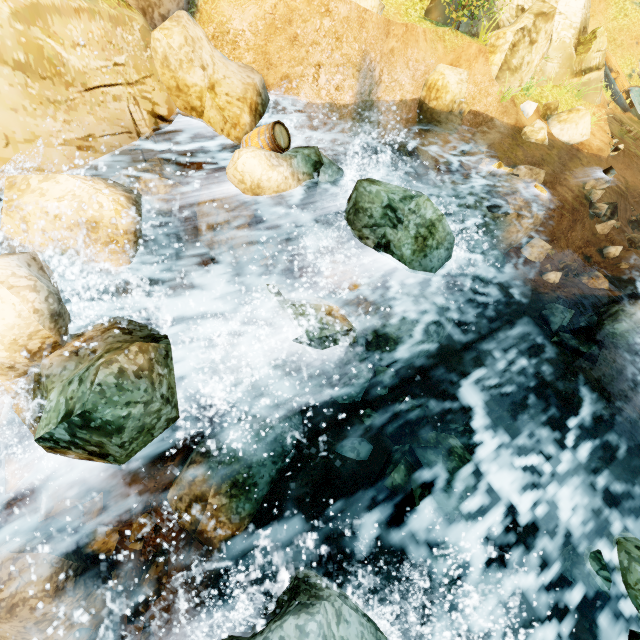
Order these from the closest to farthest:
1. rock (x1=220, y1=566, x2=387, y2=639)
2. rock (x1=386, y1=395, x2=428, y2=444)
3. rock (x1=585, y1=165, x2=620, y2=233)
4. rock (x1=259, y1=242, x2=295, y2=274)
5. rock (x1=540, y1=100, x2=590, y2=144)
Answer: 1. rock (x1=220, y1=566, x2=387, y2=639)
2. rock (x1=386, y1=395, x2=428, y2=444)
3. rock (x1=259, y1=242, x2=295, y2=274)
4. rock (x1=585, y1=165, x2=620, y2=233)
5. rock (x1=540, y1=100, x2=590, y2=144)

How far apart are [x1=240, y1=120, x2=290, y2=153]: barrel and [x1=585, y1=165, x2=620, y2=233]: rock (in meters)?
12.30

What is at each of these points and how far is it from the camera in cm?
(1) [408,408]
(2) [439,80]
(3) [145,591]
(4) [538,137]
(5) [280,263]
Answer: (1) rock, 606
(2) rock, 1103
(3) rock, 473
(4) rock, 1272
(5) rock, 793

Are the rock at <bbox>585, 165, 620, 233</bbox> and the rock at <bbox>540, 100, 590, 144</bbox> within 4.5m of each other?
yes

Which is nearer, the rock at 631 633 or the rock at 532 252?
the rock at 631 633

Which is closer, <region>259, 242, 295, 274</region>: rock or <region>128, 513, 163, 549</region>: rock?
<region>128, 513, 163, 549</region>: rock

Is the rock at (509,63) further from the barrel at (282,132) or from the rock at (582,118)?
the barrel at (282,132)

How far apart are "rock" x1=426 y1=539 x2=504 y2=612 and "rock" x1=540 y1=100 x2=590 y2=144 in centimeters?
1633cm
